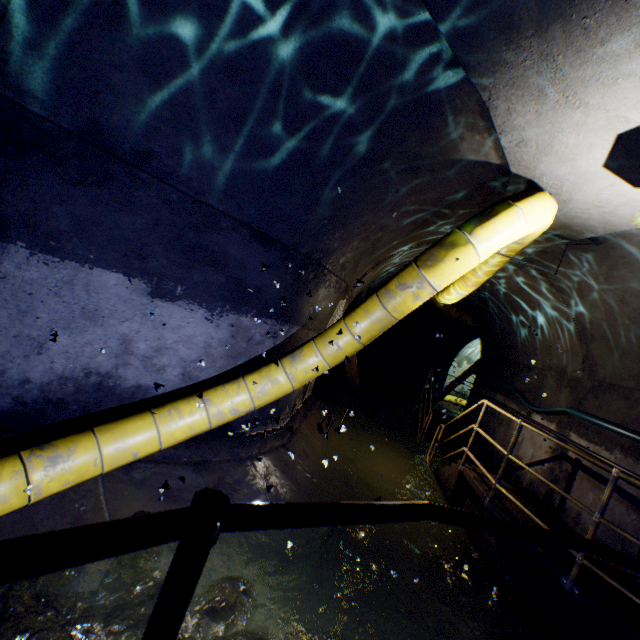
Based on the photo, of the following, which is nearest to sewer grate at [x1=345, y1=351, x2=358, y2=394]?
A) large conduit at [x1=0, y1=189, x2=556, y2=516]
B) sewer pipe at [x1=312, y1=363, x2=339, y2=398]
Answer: sewer pipe at [x1=312, y1=363, x2=339, y2=398]

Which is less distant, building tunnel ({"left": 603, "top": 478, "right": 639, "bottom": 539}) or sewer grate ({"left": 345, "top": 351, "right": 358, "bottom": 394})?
→ building tunnel ({"left": 603, "top": 478, "right": 639, "bottom": 539})

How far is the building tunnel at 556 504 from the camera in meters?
4.6 m

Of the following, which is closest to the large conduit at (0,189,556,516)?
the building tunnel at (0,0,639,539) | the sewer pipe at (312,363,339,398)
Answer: the building tunnel at (0,0,639,539)

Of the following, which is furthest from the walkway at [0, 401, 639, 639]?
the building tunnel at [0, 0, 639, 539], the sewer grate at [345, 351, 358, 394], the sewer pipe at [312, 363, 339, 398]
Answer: the sewer grate at [345, 351, 358, 394]

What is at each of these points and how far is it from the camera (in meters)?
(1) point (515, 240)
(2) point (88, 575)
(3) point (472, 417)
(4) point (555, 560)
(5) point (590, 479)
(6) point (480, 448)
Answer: (1) large conduit, 4.11
(2) building tunnel, 2.42
(3) building tunnel, 9.66
(4) walkway, 3.61
(5) building tunnel, 4.79
(6) building tunnel, 8.45

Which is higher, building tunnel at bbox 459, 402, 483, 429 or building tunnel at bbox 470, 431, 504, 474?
building tunnel at bbox 459, 402, 483, 429

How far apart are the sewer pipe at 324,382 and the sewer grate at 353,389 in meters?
0.0
